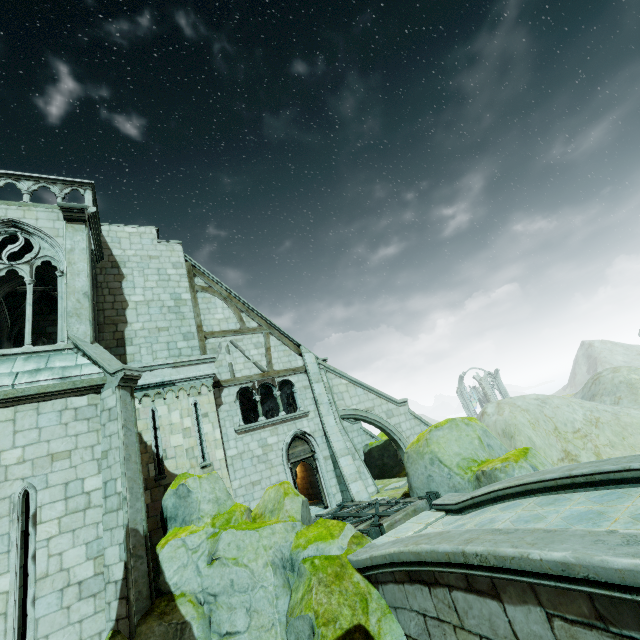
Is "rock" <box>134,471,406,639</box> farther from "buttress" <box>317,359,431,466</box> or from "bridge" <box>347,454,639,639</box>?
"buttress" <box>317,359,431,466</box>

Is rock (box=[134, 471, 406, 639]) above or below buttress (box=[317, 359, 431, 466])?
below

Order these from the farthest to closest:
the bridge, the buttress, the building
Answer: the buttress, the building, the bridge

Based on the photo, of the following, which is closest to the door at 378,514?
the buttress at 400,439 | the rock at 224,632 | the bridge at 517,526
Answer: the rock at 224,632

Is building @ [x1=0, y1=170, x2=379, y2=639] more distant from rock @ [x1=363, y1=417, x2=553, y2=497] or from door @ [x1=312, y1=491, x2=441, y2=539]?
rock @ [x1=363, y1=417, x2=553, y2=497]

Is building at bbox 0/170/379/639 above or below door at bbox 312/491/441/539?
above

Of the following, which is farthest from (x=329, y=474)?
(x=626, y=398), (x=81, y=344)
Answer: (x=626, y=398)

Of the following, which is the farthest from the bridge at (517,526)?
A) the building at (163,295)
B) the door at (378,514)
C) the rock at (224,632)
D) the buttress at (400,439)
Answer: the buttress at (400,439)
